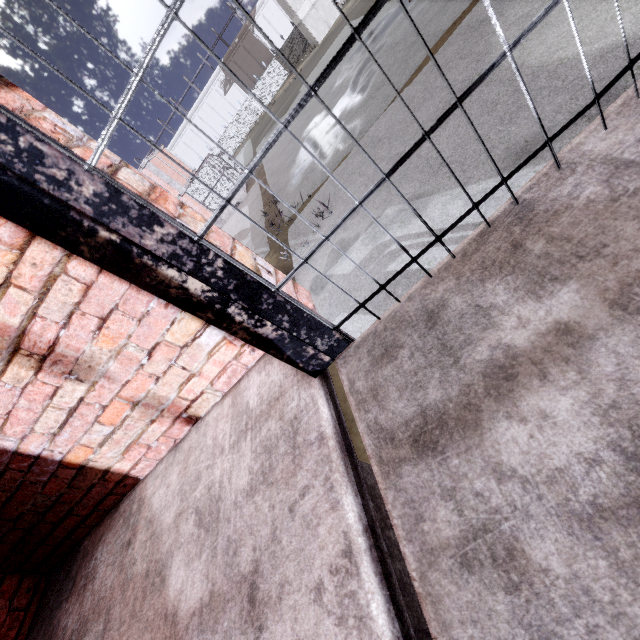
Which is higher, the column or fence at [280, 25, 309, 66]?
the column

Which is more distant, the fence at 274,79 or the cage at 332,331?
the fence at 274,79

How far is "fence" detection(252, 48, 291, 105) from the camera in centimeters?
4519cm

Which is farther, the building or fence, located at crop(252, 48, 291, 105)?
fence, located at crop(252, 48, 291, 105)

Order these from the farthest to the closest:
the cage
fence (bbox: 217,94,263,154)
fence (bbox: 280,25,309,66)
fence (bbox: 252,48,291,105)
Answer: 1. fence (bbox: 217,94,263,154)
2. fence (bbox: 252,48,291,105)
3. fence (bbox: 280,25,309,66)
4. the cage

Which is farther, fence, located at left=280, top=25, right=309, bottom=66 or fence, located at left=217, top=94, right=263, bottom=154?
fence, located at left=217, top=94, right=263, bottom=154

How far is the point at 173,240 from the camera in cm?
83
